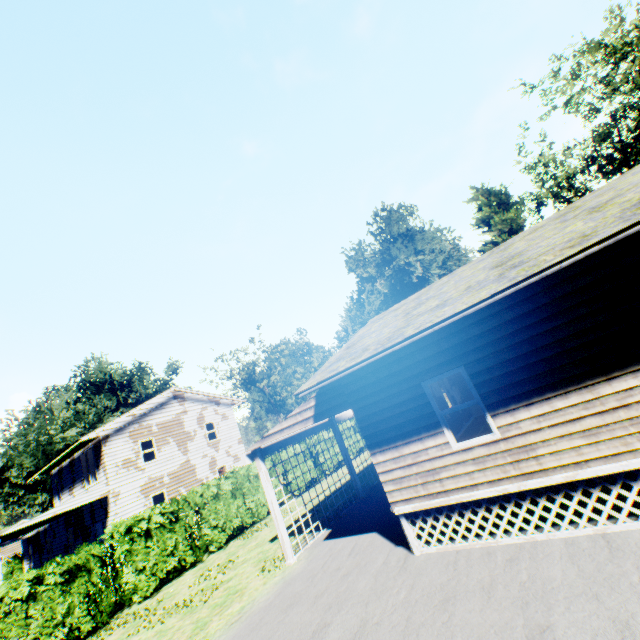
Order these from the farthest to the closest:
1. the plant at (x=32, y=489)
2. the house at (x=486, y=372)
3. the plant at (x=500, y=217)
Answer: the plant at (x=32, y=489)
the plant at (x=500, y=217)
the house at (x=486, y=372)

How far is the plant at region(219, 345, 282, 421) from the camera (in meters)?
51.12

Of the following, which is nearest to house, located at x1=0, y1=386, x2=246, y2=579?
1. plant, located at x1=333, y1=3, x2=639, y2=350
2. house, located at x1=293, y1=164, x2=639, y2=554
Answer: house, located at x1=293, y1=164, x2=639, y2=554

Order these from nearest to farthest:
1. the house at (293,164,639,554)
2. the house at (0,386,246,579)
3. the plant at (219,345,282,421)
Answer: the house at (293,164,639,554) < the house at (0,386,246,579) < the plant at (219,345,282,421)

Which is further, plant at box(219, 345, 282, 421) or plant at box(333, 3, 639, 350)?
plant at box(219, 345, 282, 421)

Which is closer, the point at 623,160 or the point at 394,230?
the point at 394,230

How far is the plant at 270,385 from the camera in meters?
51.1 m

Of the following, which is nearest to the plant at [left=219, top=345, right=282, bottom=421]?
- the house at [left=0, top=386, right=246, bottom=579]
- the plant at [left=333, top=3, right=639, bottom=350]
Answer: the house at [left=0, top=386, right=246, bottom=579]
